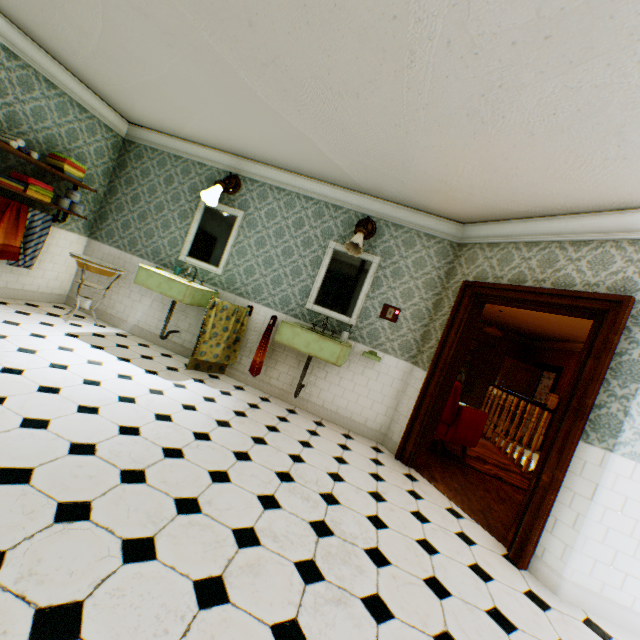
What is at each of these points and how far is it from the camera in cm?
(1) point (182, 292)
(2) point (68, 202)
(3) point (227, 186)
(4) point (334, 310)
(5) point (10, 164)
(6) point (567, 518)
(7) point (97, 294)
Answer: (1) hand sink, 422
(2) paper towel, 453
(3) wall light, 491
(4) mirror, 463
(5) building, 408
(6) building, 258
(7) building, 535

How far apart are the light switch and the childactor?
8.1m

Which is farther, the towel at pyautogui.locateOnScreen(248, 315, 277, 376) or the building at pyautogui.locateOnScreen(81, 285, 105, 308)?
the building at pyautogui.locateOnScreen(81, 285, 105, 308)

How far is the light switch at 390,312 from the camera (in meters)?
4.48

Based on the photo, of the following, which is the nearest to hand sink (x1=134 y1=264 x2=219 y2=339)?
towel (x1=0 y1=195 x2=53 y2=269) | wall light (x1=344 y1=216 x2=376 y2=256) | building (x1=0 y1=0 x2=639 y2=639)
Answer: building (x1=0 y1=0 x2=639 y2=639)

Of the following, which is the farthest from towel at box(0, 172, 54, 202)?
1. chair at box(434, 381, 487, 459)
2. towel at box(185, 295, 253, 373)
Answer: chair at box(434, 381, 487, 459)

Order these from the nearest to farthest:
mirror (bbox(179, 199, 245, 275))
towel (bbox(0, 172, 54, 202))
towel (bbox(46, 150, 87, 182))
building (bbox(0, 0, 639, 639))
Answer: building (bbox(0, 0, 639, 639)), towel (bbox(0, 172, 54, 202)), towel (bbox(46, 150, 87, 182)), mirror (bbox(179, 199, 245, 275))

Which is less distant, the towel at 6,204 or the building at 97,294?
the towel at 6,204
